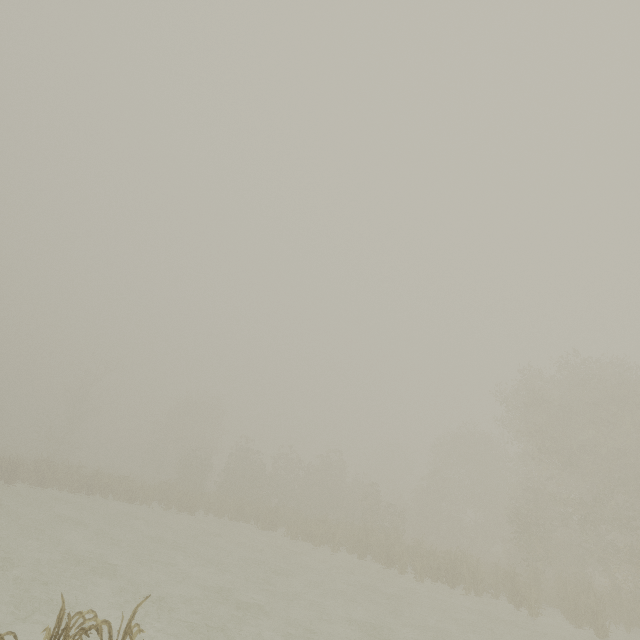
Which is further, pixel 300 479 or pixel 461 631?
pixel 300 479
